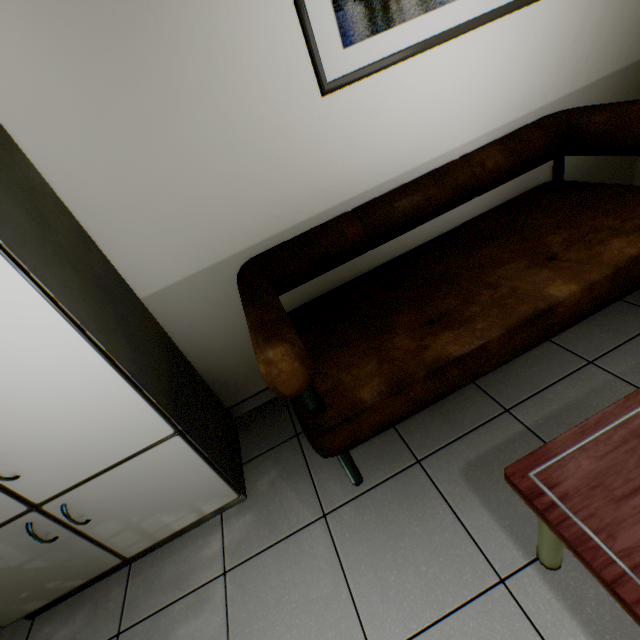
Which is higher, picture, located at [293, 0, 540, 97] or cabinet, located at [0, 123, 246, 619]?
picture, located at [293, 0, 540, 97]

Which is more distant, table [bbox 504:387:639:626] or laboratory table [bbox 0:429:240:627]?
laboratory table [bbox 0:429:240:627]

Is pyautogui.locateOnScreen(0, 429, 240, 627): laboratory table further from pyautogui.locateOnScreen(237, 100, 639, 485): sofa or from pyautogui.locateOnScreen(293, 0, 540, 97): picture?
pyautogui.locateOnScreen(293, 0, 540, 97): picture

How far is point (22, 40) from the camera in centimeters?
115cm

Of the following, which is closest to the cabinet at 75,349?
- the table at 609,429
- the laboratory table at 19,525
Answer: the laboratory table at 19,525

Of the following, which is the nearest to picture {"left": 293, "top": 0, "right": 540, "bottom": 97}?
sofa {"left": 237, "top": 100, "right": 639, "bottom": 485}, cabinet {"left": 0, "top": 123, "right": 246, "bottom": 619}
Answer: sofa {"left": 237, "top": 100, "right": 639, "bottom": 485}

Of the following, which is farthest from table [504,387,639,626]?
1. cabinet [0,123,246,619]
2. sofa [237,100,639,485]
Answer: cabinet [0,123,246,619]

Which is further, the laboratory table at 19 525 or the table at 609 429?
the laboratory table at 19 525
